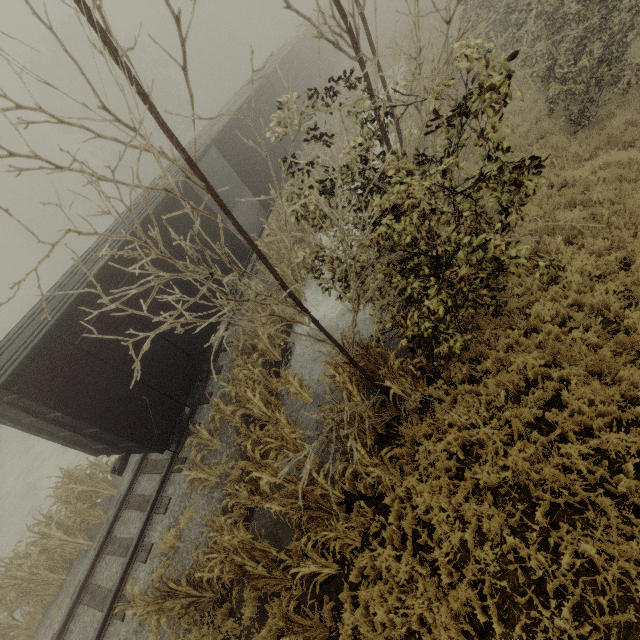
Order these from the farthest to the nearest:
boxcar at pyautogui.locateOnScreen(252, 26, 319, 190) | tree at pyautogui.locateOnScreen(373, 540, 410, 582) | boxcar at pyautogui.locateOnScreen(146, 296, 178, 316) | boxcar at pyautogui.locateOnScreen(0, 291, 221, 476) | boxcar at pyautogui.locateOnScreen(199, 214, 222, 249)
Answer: boxcar at pyautogui.locateOnScreen(252, 26, 319, 190)
boxcar at pyautogui.locateOnScreen(199, 214, 222, 249)
boxcar at pyautogui.locateOnScreen(146, 296, 178, 316)
boxcar at pyautogui.locateOnScreen(0, 291, 221, 476)
tree at pyautogui.locateOnScreen(373, 540, 410, 582)

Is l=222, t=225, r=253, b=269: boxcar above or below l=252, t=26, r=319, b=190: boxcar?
below

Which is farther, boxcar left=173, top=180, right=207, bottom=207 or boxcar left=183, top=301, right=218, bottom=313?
boxcar left=173, top=180, right=207, bottom=207

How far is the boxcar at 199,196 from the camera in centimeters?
1054cm

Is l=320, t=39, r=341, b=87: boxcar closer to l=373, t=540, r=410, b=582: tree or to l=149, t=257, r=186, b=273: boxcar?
l=149, t=257, r=186, b=273: boxcar

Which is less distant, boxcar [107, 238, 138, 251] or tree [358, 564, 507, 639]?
tree [358, 564, 507, 639]

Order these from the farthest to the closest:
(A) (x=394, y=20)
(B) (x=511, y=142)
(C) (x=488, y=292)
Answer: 1. (A) (x=394, y=20)
2. (B) (x=511, y=142)
3. (C) (x=488, y=292)

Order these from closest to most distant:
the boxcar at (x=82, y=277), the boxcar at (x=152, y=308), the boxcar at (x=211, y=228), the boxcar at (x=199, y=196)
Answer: the boxcar at (x=82, y=277), the boxcar at (x=152, y=308), the boxcar at (x=199, y=196), the boxcar at (x=211, y=228)
